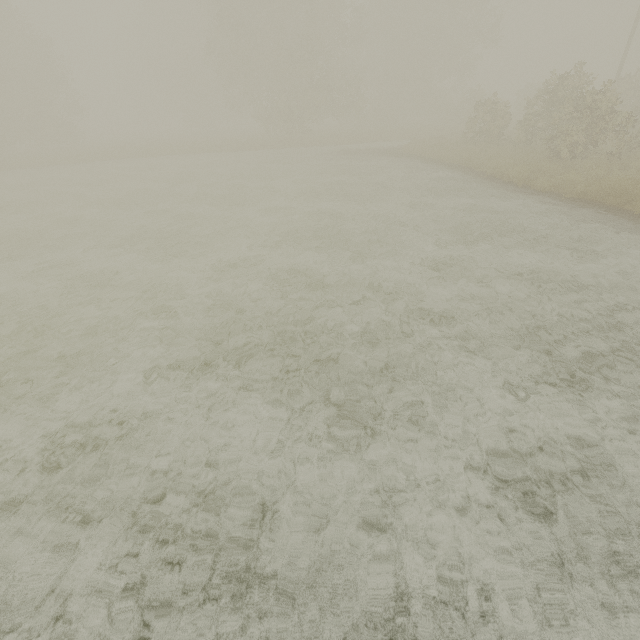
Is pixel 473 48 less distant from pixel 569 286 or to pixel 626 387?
pixel 569 286
